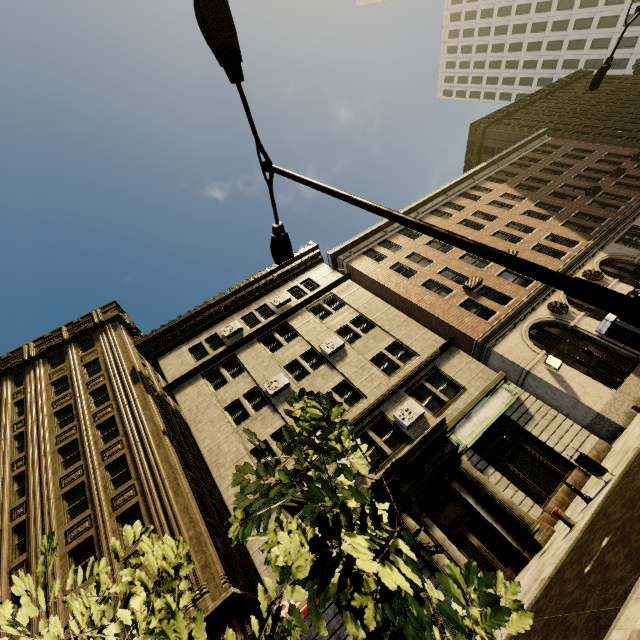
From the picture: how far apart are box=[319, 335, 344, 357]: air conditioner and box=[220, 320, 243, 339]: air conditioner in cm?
575

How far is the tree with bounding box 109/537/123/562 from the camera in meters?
2.3

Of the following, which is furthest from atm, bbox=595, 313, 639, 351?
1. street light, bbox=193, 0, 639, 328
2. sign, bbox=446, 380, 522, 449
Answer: street light, bbox=193, 0, 639, 328

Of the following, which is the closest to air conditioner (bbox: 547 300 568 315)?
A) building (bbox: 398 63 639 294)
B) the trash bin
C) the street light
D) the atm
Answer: building (bbox: 398 63 639 294)

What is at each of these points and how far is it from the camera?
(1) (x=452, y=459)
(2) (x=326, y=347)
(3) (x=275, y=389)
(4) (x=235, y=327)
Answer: (1) tree, 1.8m
(2) air conditioner, 19.1m
(3) air conditioner, 17.5m
(4) air conditioner, 21.6m

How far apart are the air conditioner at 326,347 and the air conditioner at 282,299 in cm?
504

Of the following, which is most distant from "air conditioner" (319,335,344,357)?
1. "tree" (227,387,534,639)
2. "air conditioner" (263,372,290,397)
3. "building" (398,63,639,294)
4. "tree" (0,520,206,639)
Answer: "tree" (0,520,206,639)

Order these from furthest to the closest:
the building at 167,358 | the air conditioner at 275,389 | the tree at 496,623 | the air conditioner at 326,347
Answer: the air conditioner at 326,347 → the air conditioner at 275,389 → the building at 167,358 → the tree at 496,623
